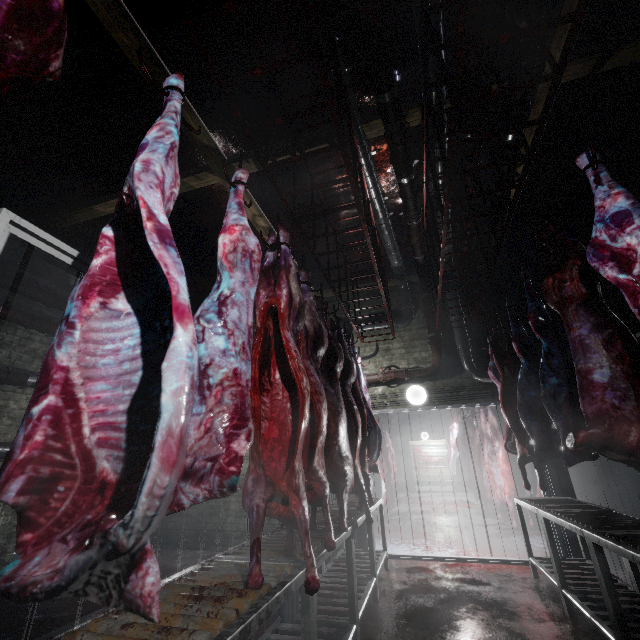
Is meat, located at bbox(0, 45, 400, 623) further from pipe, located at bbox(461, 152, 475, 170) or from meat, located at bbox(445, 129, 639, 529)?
meat, located at bbox(445, 129, 639, 529)

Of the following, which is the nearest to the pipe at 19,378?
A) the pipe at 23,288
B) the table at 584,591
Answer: the pipe at 23,288

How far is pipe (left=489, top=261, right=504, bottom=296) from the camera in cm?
518

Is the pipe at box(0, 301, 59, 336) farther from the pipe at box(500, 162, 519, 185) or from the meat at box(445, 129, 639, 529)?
the meat at box(445, 129, 639, 529)

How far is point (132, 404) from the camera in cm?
82

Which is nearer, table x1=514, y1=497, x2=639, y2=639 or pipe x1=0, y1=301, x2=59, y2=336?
table x1=514, y1=497, x2=639, y2=639

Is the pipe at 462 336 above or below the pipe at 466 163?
below
